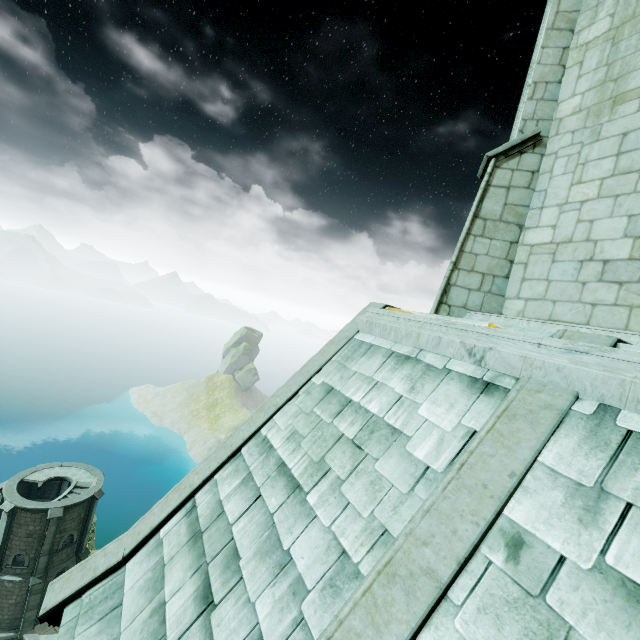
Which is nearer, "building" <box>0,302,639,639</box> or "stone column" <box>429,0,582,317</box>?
"building" <box>0,302,639,639</box>

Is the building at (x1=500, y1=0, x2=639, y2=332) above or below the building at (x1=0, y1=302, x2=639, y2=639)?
above

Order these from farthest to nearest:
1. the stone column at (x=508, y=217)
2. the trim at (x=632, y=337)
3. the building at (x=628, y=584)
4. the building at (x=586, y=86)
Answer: the stone column at (x=508, y=217)
the building at (x=586, y=86)
the trim at (x=632, y=337)
the building at (x=628, y=584)

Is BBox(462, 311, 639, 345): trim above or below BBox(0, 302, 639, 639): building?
above

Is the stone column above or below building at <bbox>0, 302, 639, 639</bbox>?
above

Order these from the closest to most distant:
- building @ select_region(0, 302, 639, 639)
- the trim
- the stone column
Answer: building @ select_region(0, 302, 639, 639) < the trim < the stone column

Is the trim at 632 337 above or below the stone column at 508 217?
below

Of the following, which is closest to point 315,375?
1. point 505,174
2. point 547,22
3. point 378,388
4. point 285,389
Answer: point 285,389
